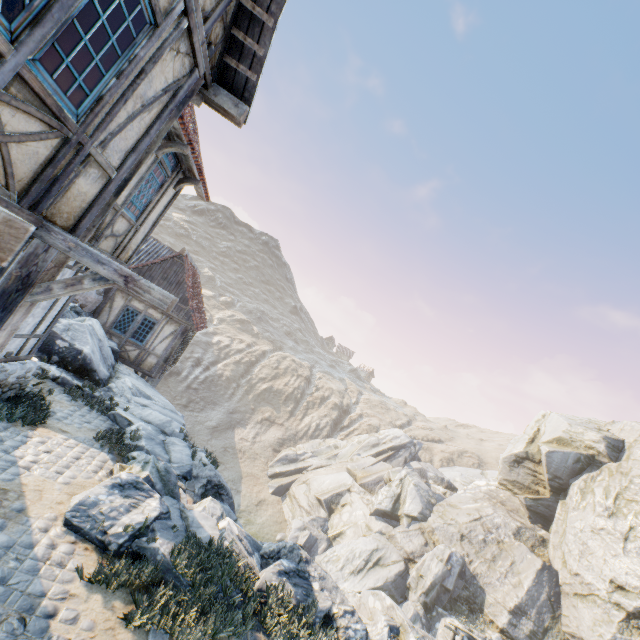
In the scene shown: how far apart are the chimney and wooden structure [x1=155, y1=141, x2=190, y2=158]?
9.5m

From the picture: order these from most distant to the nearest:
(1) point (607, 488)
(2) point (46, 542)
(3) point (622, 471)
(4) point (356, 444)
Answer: (4) point (356, 444), (3) point (622, 471), (1) point (607, 488), (2) point (46, 542)

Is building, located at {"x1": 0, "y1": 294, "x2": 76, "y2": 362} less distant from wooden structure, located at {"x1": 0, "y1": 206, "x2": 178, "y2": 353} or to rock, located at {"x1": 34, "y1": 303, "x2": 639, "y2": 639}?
wooden structure, located at {"x1": 0, "y1": 206, "x2": 178, "y2": 353}

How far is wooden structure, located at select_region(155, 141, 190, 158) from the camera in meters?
6.7 m

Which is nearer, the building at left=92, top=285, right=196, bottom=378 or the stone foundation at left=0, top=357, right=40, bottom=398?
the stone foundation at left=0, top=357, right=40, bottom=398

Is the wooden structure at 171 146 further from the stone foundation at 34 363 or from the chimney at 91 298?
the chimney at 91 298

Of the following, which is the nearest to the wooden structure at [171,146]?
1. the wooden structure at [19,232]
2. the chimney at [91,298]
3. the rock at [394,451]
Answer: the wooden structure at [19,232]

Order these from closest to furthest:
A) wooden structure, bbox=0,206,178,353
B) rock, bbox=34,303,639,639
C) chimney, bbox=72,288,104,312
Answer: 1. wooden structure, bbox=0,206,178,353
2. rock, bbox=34,303,639,639
3. chimney, bbox=72,288,104,312
